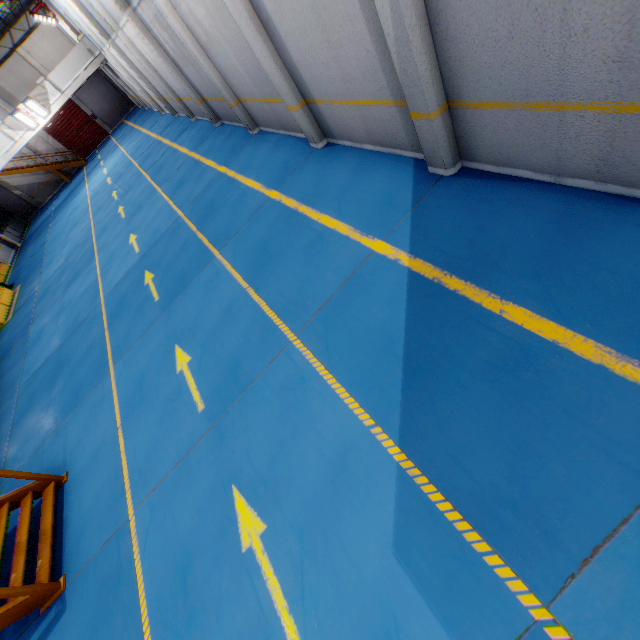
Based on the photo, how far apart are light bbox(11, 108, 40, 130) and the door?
11.95m

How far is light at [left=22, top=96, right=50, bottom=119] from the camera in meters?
20.1

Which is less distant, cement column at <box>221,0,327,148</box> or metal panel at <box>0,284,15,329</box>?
cement column at <box>221,0,327,148</box>

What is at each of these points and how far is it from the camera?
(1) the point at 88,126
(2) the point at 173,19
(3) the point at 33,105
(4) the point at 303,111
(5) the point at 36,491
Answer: (1) door, 31.9 meters
(2) cement column, 8.3 meters
(3) light, 20.5 meters
(4) cement column, 7.2 meters
(5) metal stair, 6.5 meters

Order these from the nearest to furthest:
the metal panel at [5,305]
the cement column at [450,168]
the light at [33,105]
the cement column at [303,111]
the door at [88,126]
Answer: the cement column at [450,168], the cement column at [303,111], the metal panel at [5,305], the light at [33,105], the door at [88,126]

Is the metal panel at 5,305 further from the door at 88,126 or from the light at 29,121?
the door at 88,126

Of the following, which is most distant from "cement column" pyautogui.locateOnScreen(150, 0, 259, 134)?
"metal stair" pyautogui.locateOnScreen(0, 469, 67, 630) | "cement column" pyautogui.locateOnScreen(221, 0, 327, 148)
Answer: "metal stair" pyautogui.locateOnScreen(0, 469, 67, 630)

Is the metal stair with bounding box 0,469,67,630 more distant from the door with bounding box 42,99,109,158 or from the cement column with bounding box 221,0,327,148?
the door with bounding box 42,99,109,158
